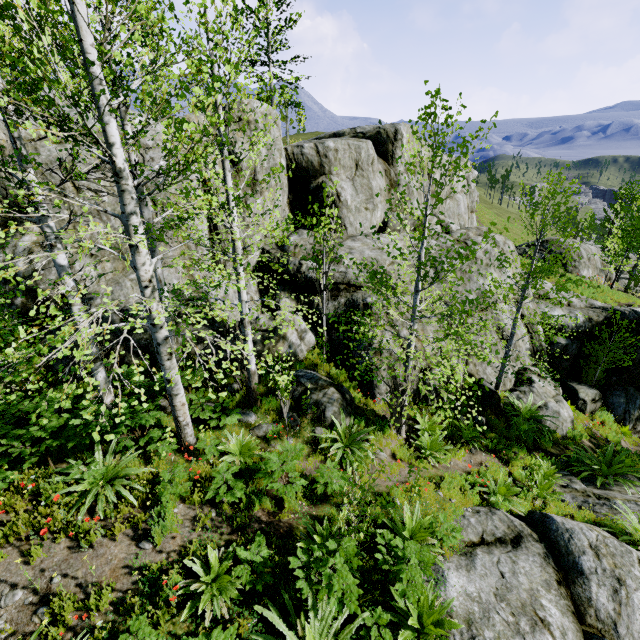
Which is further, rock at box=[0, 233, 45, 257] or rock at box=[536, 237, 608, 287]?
rock at box=[536, 237, 608, 287]

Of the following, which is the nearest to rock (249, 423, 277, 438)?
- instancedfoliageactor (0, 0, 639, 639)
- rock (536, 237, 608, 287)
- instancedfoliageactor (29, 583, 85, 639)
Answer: instancedfoliageactor (0, 0, 639, 639)

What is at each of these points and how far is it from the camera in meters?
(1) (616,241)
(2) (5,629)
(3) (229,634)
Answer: (1) instancedfoliageactor, 35.0 m
(2) instancedfoliageactor, 4.1 m
(3) instancedfoliageactor, 4.1 m

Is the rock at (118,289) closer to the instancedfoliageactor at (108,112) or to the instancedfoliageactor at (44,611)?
the instancedfoliageactor at (108,112)

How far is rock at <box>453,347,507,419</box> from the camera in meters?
10.9 m

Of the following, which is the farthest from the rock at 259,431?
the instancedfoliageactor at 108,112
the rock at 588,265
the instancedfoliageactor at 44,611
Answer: the rock at 588,265

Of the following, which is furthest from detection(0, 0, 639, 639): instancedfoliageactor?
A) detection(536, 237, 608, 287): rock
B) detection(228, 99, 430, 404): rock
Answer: detection(536, 237, 608, 287): rock
